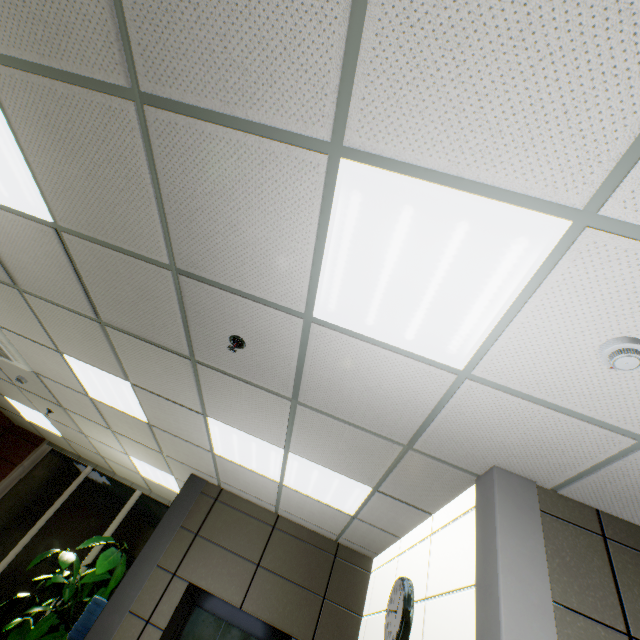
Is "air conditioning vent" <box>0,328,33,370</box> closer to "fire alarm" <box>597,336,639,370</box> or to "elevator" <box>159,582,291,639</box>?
"elevator" <box>159,582,291,639</box>

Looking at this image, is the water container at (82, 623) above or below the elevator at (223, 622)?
below

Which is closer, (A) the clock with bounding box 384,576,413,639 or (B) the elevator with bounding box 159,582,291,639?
(A) the clock with bounding box 384,576,413,639

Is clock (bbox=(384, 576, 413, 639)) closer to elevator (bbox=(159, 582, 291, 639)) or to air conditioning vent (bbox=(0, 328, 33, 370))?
elevator (bbox=(159, 582, 291, 639))

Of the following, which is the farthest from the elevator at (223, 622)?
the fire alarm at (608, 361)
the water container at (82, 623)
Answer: the fire alarm at (608, 361)

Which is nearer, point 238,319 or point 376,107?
point 376,107

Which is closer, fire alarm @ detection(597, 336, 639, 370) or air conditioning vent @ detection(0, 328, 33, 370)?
fire alarm @ detection(597, 336, 639, 370)

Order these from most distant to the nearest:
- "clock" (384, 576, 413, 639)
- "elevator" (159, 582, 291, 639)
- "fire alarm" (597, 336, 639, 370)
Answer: "elevator" (159, 582, 291, 639), "clock" (384, 576, 413, 639), "fire alarm" (597, 336, 639, 370)
